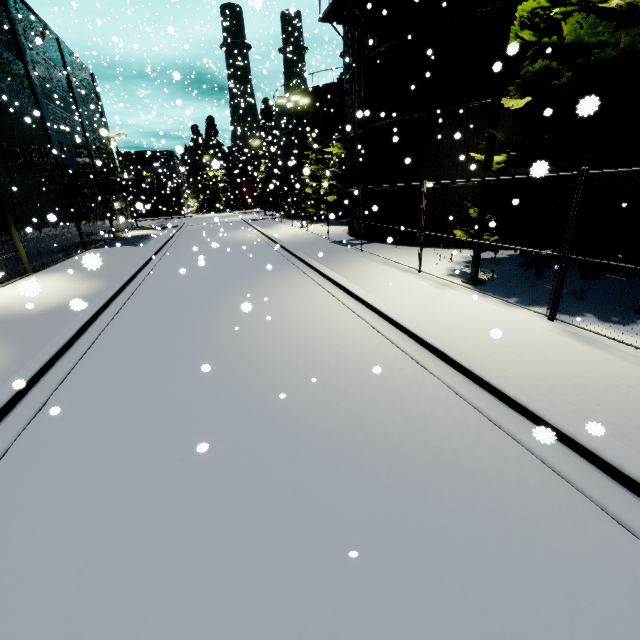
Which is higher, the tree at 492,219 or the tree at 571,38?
the tree at 571,38

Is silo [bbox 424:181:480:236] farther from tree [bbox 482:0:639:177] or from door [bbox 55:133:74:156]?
door [bbox 55:133:74:156]

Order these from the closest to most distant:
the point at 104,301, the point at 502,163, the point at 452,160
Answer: the point at 502,163
the point at 104,301
the point at 452,160

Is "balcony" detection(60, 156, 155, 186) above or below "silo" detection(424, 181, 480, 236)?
above

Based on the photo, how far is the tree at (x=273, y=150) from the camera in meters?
42.2

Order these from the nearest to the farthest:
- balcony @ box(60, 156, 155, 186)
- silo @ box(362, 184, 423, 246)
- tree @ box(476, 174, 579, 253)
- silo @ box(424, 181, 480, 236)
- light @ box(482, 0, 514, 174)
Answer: light @ box(482, 0, 514, 174)
tree @ box(476, 174, 579, 253)
silo @ box(424, 181, 480, 236)
silo @ box(362, 184, 423, 246)
balcony @ box(60, 156, 155, 186)

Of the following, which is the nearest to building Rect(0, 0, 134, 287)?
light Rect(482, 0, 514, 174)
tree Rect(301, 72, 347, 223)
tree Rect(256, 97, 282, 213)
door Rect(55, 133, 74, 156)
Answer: door Rect(55, 133, 74, 156)

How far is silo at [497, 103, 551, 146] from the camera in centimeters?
1293cm
